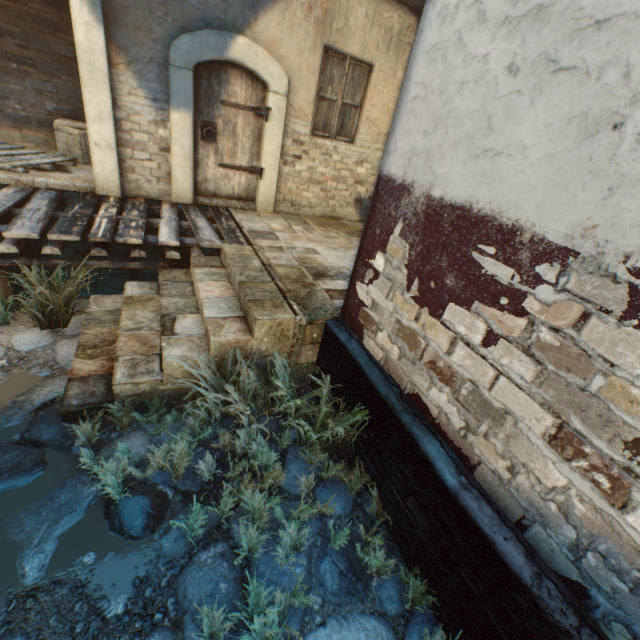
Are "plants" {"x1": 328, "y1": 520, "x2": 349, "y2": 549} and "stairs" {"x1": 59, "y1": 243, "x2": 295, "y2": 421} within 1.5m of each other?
yes

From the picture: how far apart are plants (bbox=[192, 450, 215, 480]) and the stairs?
0.0m

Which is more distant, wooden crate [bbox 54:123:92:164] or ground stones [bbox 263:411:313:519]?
wooden crate [bbox 54:123:92:164]

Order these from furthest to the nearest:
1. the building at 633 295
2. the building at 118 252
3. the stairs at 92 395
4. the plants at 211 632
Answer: the building at 118 252 < the stairs at 92 395 < the plants at 211 632 < the building at 633 295

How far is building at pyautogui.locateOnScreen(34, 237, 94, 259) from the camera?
5.2m

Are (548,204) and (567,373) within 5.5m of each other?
yes

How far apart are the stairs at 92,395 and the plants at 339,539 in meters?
0.0 m

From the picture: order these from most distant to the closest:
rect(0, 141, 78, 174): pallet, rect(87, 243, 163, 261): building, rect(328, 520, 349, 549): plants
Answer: rect(87, 243, 163, 261): building → rect(0, 141, 78, 174): pallet → rect(328, 520, 349, 549): plants
